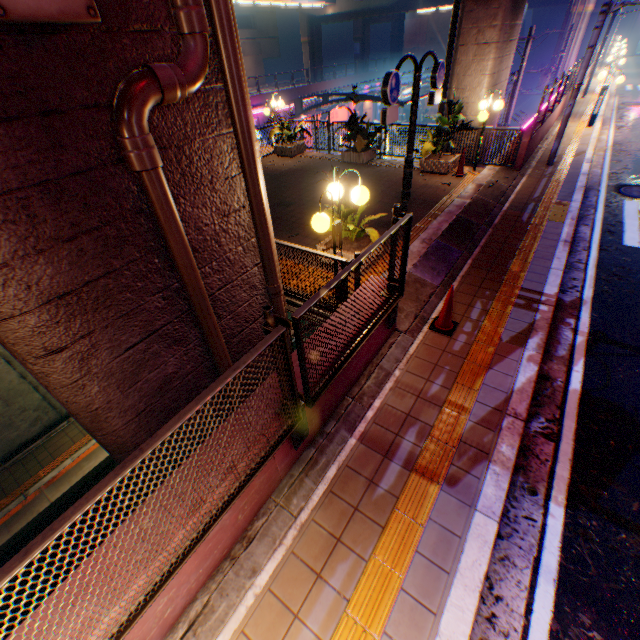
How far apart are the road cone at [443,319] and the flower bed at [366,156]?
9.1m

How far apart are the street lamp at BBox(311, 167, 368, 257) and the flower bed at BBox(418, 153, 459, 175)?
7.5m

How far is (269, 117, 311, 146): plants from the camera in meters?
13.8 m

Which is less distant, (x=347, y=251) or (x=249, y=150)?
(x=249, y=150)

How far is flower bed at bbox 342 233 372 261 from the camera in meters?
6.5

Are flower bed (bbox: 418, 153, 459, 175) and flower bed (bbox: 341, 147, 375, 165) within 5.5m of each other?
yes

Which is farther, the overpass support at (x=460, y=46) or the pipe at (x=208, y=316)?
the overpass support at (x=460, y=46)

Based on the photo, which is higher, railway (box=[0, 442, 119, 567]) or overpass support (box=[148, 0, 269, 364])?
overpass support (box=[148, 0, 269, 364])
